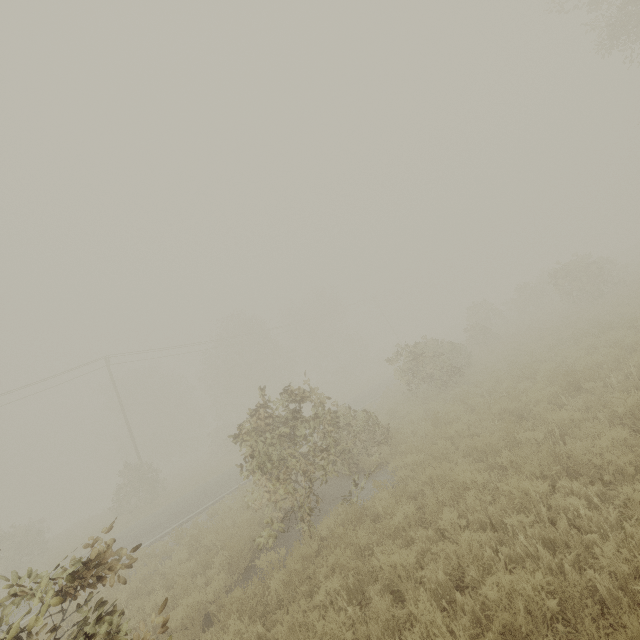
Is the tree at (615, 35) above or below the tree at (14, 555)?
above

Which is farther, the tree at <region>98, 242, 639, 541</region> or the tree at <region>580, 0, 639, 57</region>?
the tree at <region>580, 0, 639, 57</region>

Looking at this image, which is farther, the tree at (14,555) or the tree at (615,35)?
the tree at (615,35)

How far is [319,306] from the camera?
52.28m

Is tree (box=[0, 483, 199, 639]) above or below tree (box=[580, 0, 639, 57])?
below

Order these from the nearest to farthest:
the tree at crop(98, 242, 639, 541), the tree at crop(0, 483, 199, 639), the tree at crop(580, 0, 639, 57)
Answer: the tree at crop(0, 483, 199, 639) → the tree at crop(98, 242, 639, 541) → the tree at crop(580, 0, 639, 57)
